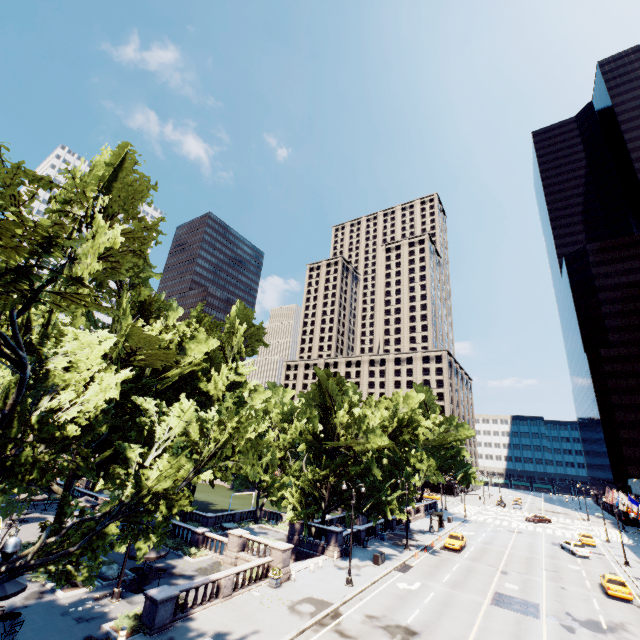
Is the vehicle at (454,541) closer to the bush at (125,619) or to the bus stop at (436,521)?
the bus stop at (436,521)

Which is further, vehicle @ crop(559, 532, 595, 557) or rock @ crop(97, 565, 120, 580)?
vehicle @ crop(559, 532, 595, 557)

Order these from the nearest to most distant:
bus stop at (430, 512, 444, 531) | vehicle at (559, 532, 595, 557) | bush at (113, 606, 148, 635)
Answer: bush at (113, 606, 148, 635), vehicle at (559, 532, 595, 557), bus stop at (430, 512, 444, 531)

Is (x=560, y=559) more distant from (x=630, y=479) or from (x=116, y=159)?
(x=116, y=159)

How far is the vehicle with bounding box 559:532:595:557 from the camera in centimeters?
4153cm

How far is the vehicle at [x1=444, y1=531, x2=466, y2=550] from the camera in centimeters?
3916cm

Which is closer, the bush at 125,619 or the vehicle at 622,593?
the bush at 125,619

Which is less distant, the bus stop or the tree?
the tree
